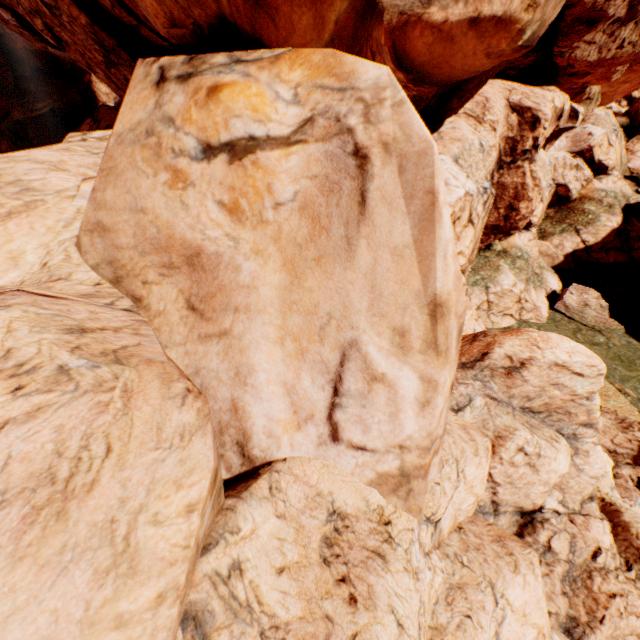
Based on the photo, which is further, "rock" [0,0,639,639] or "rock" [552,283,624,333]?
"rock" [552,283,624,333]

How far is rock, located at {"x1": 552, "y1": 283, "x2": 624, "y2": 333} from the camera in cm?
1811

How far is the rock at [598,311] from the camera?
18.11m

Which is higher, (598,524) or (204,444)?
(204,444)

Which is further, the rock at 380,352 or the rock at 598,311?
the rock at 598,311
